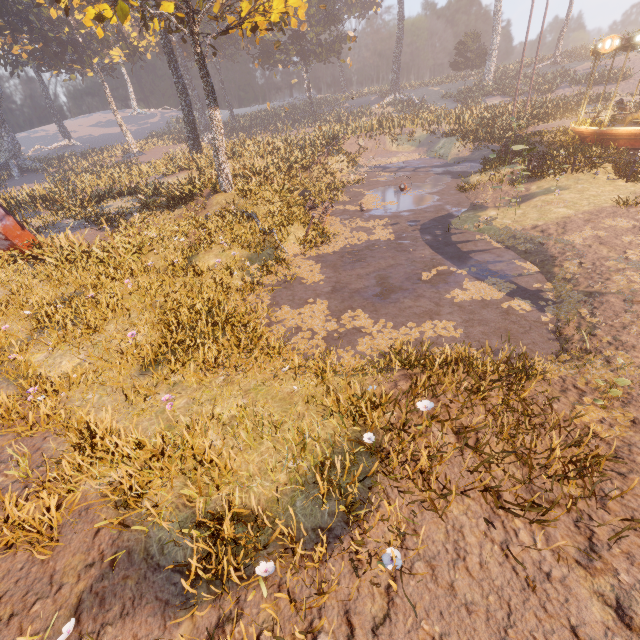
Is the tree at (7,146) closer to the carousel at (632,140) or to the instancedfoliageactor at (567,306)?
the instancedfoliageactor at (567,306)

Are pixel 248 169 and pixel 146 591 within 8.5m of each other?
no

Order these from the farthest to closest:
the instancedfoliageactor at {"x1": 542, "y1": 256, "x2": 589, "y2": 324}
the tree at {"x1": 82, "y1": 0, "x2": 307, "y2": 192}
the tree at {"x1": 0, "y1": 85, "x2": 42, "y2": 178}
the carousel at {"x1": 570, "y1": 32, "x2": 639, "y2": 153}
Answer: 1. the tree at {"x1": 0, "y1": 85, "x2": 42, "y2": 178}
2. the carousel at {"x1": 570, "y1": 32, "x2": 639, "y2": 153}
3. the tree at {"x1": 82, "y1": 0, "x2": 307, "y2": 192}
4. the instancedfoliageactor at {"x1": 542, "y1": 256, "x2": 589, "y2": 324}

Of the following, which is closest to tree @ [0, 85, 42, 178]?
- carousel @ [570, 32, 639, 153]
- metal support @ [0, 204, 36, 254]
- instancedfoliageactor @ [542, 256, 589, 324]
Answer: metal support @ [0, 204, 36, 254]

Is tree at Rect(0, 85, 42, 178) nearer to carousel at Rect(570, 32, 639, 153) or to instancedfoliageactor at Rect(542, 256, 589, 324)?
instancedfoliageactor at Rect(542, 256, 589, 324)

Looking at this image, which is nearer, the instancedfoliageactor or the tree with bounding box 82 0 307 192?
the instancedfoliageactor

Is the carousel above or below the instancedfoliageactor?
above

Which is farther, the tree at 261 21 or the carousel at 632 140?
the carousel at 632 140
